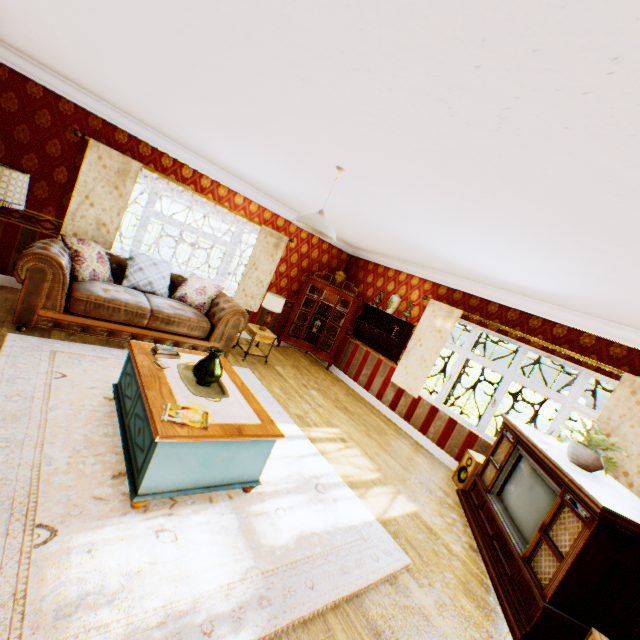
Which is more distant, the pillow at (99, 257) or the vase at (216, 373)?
the pillow at (99, 257)

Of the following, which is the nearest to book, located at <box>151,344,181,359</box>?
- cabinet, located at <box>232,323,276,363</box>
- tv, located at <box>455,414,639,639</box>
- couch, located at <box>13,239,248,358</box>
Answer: couch, located at <box>13,239,248,358</box>

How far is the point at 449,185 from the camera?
2.5m

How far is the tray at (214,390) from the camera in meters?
2.9

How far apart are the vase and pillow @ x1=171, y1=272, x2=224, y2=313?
2.7 meters

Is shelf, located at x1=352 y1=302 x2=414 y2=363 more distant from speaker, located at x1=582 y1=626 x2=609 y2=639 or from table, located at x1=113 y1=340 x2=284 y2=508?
speaker, located at x1=582 y1=626 x2=609 y2=639

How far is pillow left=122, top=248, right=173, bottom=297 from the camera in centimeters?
523cm

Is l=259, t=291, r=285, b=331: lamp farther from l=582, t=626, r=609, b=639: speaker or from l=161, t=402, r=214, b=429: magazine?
l=582, t=626, r=609, b=639: speaker
